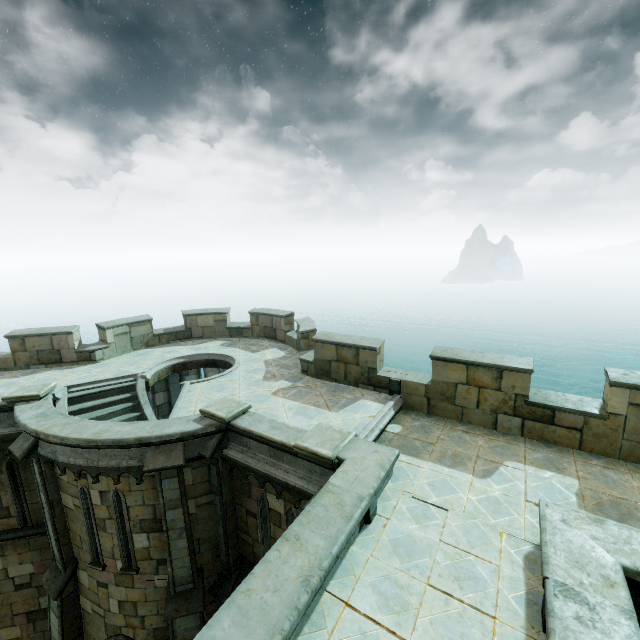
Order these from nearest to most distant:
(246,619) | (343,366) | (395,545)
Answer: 1. (246,619)
2. (395,545)
3. (343,366)

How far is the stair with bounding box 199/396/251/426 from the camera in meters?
8.0 m

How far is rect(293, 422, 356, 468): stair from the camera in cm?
656

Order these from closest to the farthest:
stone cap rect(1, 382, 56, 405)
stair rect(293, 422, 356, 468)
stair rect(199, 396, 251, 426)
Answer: stair rect(293, 422, 356, 468), stair rect(199, 396, 251, 426), stone cap rect(1, 382, 56, 405)

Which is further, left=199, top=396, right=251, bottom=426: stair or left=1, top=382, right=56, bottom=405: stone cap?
left=1, top=382, right=56, bottom=405: stone cap

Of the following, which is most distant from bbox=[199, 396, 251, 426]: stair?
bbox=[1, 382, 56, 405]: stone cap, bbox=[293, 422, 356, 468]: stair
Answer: bbox=[1, 382, 56, 405]: stone cap

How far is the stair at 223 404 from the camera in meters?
8.0 m

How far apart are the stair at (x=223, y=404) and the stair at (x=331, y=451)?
2.0 meters
